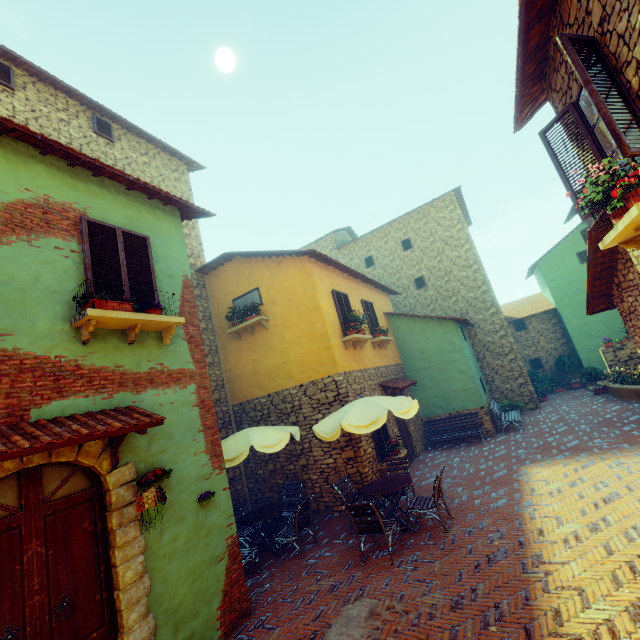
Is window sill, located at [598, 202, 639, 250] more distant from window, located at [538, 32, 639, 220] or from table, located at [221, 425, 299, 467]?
table, located at [221, 425, 299, 467]

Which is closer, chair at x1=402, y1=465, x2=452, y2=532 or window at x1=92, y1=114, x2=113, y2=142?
chair at x1=402, y1=465, x2=452, y2=532

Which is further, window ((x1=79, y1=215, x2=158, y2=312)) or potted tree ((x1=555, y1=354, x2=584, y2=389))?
potted tree ((x1=555, y1=354, x2=584, y2=389))

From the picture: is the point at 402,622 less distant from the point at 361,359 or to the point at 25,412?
the point at 25,412

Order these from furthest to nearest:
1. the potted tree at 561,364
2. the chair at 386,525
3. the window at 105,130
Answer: the potted tree at 561,364 → the window at 105,130 → the chair at 386,525

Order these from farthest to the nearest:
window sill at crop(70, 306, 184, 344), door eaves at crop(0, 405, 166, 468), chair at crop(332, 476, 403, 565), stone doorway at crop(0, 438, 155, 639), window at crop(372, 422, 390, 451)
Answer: window at crop(372, 422, 390, 451) → chair at crop(332, 476, 403, 565) → window sill at crop(70, 306, 184, 344) → stone doorway at crop(0, 438, 155, 639) → door eaves at crop(0, 405, 166, 468)

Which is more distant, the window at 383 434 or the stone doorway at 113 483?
the window at 383 434

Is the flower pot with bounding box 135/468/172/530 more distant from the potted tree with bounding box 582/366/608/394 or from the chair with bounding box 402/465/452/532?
the potted tree with bounding box 582/366/608/394
